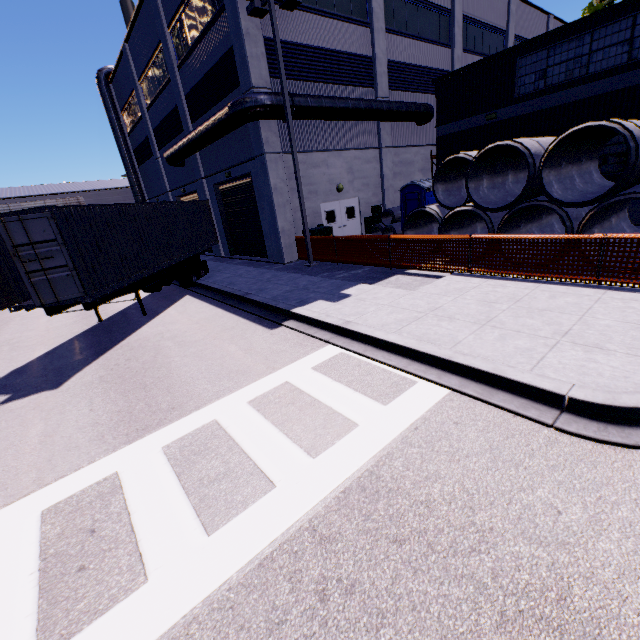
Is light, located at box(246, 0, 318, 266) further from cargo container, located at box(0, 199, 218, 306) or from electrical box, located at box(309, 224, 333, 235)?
cargo container, located at box(0, 199, 218, 306)

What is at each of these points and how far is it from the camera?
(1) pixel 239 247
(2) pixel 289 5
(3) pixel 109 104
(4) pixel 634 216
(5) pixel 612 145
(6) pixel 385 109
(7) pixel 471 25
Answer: (1) roll-up door, 20.8 meters
(2) light, 12.2 meters
(3) vent duct, 28.5 meters
(4) building, 12.9 meters
(5) building, 12.8 meters
(6) vent duct, 16.8 meters
(7) building, 22.5 meters

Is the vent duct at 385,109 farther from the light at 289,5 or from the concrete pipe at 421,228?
the concrete pipe at 421,228

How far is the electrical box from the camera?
15.5m

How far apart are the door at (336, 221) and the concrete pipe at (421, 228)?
4.90m

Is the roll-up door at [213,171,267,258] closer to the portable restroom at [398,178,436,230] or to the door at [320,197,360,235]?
the door at [320,197,360,235]

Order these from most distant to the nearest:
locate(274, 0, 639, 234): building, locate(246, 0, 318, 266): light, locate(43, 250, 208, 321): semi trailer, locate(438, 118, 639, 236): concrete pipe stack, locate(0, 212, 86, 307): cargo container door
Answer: locate(274, 0, 639, 234): building → locate(246, 0, 318, 266): light → locate(43, 250, 208, 321): semi trailer → locate(438, 118, 639, 236): concrete pipe stack → locate(0, 212, 86, 307): cargo container door

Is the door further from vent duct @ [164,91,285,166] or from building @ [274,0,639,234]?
vent duct @ [164,91,285,166]
